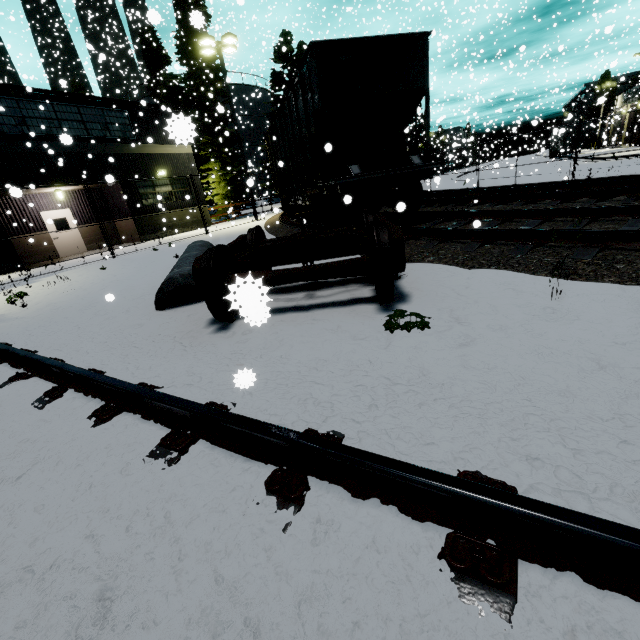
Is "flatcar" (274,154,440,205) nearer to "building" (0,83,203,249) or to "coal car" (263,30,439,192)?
"coal car" (263,30,439,192)

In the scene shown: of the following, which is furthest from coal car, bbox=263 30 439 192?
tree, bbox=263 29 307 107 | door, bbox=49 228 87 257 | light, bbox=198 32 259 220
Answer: door, bbox=49 228 87 257

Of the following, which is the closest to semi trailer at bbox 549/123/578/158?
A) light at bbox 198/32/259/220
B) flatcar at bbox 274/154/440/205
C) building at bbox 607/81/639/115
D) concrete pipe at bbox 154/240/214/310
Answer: building at bbox 607/81/639/115

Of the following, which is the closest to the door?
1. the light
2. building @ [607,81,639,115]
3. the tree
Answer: building @ [607,81,639,115]

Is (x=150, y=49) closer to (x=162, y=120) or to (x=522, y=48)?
(x=162, y=120)

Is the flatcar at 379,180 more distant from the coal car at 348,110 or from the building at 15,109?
the building at 15,109

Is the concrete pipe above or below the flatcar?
below

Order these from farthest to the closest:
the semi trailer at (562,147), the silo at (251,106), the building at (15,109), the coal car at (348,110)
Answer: the silo at (251,106), the semi trailer at (562,147), the building at (15,109), the coal car at (348,110)
